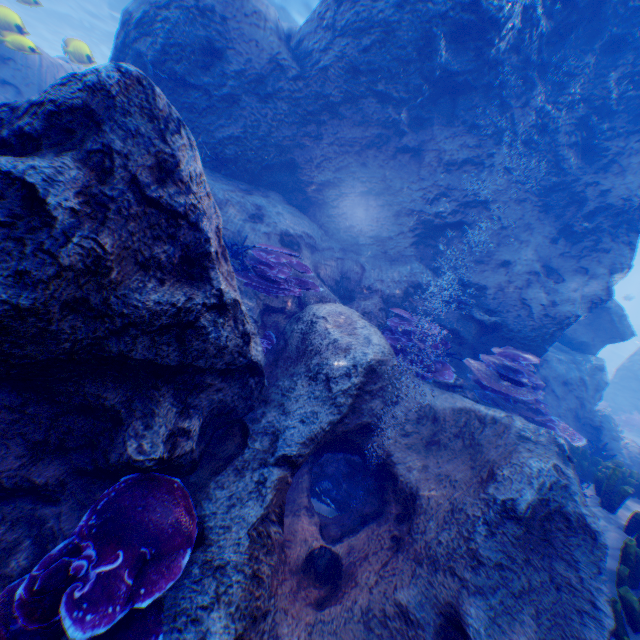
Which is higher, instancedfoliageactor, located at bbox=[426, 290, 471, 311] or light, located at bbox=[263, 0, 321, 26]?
light, located at bbox=[263, 0, 321, 26]

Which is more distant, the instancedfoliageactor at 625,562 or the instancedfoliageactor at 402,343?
the instancedfoliageactor at 402,343

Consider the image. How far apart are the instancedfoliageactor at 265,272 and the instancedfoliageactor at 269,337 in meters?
0.6 m

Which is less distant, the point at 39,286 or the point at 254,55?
the point at 39,286

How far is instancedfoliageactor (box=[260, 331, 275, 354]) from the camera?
4.9 meters

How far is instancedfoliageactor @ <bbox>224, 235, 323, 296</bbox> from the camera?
5.2 meters

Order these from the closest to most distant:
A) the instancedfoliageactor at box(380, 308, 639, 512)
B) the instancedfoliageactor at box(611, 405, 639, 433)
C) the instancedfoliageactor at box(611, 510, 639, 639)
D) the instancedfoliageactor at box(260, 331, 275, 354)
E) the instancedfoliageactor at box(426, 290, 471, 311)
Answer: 1. the instancedfoliageactor at box(611, 510, 639, 639)
2. the instancedfoliageactor at box(260, 331, 275, 354)
3. the instancedfoliageactor at box(380, 308, 639, 512)
4. the instancedfoliageactor at box(426, 290, 471, 311)
5. the instancedfoliageactor at box(611, 405, 639, 433)

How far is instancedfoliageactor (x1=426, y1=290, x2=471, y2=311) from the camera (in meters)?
6.76
